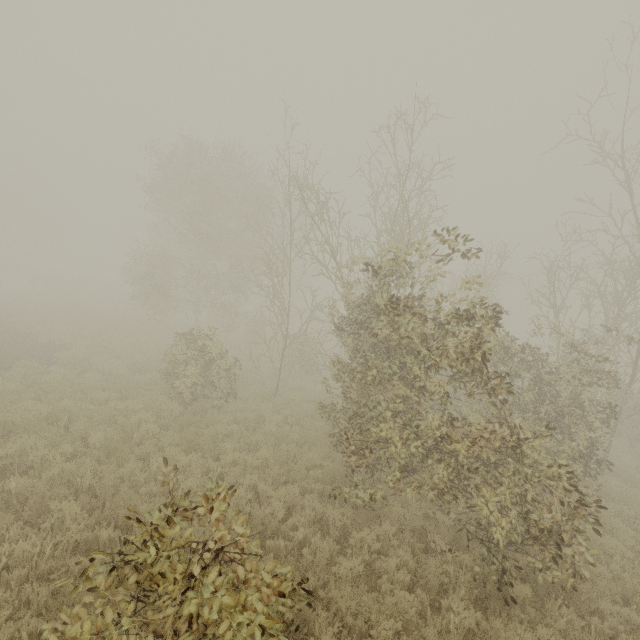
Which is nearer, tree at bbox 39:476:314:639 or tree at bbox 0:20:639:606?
tree at bbox 39:476:314:639

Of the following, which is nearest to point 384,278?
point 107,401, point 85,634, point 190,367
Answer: point 85,634

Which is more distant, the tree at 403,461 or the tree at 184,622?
the tree at 403,461
